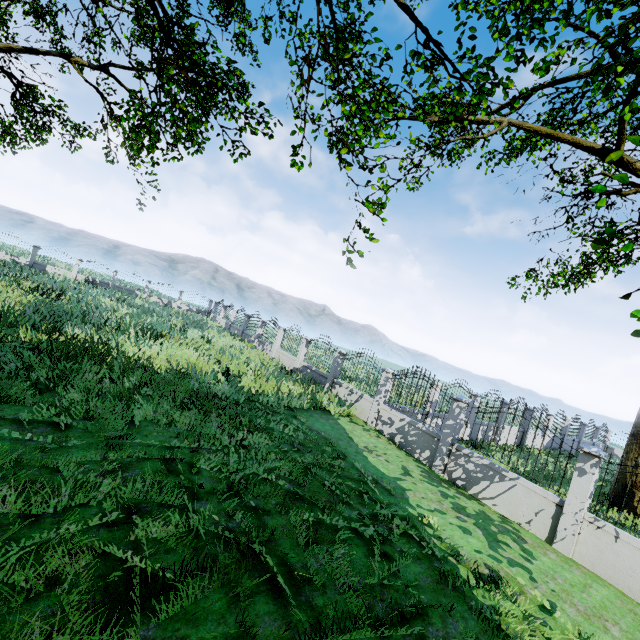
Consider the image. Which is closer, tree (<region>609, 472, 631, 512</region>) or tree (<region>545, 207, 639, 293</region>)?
tree (<region>545, 207, 639, 293</region>)

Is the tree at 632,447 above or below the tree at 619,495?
above

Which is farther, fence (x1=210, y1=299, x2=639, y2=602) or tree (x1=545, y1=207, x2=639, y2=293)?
fence (x1=210, y1=299, x2=639, y2=602)

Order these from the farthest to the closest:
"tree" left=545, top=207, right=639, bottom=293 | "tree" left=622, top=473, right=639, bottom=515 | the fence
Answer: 1. "tree" left=622, top=473, right=639, bottom=515
2. the fence
3. "tree" left=545, top=207, right=639, bottom=293

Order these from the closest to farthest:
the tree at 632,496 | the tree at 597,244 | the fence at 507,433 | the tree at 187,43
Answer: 1. the tree at 597,244
2. the fence at 507,433
3. the tree at 187,43
4. the tree at 632,496

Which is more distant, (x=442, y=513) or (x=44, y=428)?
(x=442, y=513)
